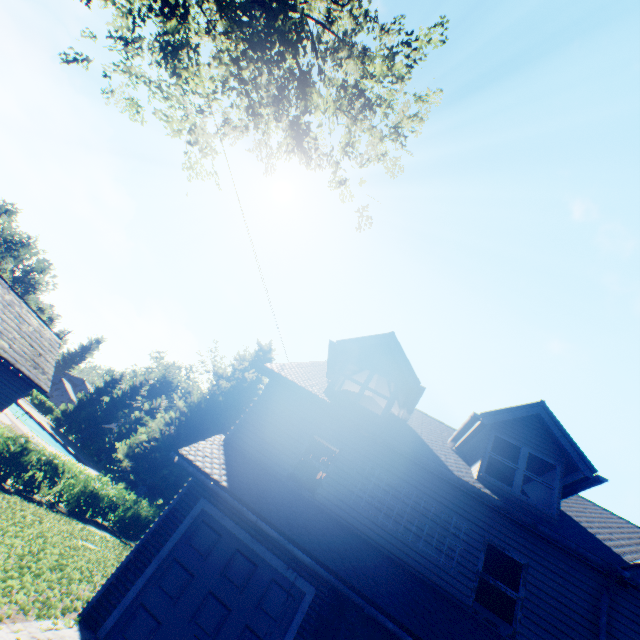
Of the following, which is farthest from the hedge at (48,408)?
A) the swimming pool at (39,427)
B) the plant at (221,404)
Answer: the swimming pool at (39,427)

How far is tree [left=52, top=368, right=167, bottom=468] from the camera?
46.97m

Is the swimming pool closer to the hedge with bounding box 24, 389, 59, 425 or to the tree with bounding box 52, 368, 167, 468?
the tree with bounding box 52, 368, 167, 468

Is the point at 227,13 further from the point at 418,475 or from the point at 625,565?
the point at 625,565

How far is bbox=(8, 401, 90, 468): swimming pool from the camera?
33.06m

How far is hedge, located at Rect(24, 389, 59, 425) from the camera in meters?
52.6 m

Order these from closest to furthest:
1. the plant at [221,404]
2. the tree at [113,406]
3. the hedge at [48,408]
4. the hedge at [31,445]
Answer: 1. the hedge at [31,445]
2. the plant at [221,404]
3. the tree at [113,406]
4. the hedge at [48,408]
